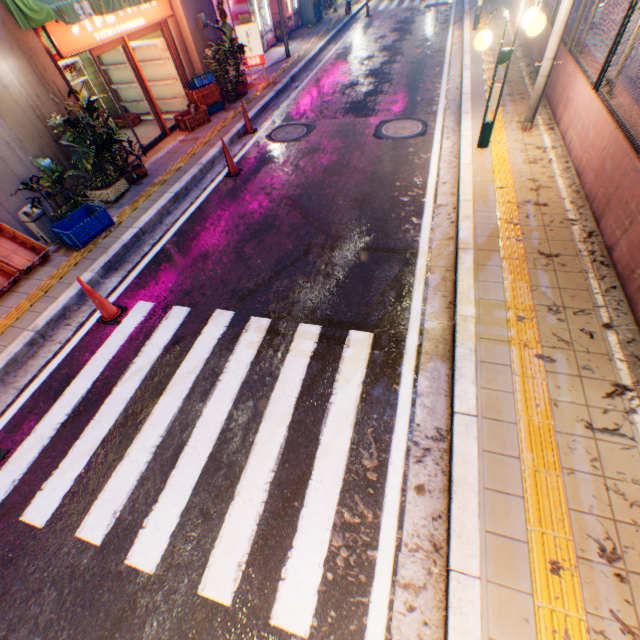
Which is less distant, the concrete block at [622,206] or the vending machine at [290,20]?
the concrete block at [622,206]

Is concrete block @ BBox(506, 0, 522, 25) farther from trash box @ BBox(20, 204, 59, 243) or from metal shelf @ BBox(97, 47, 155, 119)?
metal shelf @ BBox(97, 47, 155, 119)

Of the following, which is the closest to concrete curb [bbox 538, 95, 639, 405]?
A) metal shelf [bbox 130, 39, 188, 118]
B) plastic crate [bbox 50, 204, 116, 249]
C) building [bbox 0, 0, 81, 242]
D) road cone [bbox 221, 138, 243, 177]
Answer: road cone [bbox 221, 138, 243, 177]

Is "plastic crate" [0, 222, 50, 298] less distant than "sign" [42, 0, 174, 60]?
Yes

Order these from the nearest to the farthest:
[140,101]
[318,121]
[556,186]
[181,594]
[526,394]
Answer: [181,594], [526,394], [556,186], [318,121], [140,101]

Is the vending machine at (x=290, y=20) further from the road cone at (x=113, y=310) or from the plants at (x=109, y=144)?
the road cone at (x=113, y=310)

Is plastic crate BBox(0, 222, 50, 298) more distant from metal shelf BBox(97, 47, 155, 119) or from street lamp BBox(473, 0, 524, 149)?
street lamp BBox(473, 0, 524, 149)

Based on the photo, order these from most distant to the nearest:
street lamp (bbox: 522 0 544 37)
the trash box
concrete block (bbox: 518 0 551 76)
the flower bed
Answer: concrete block (bbox: 518 0 551 76), the flower bed, the trash box, street lamp (bbox: 522 0 544 37)
